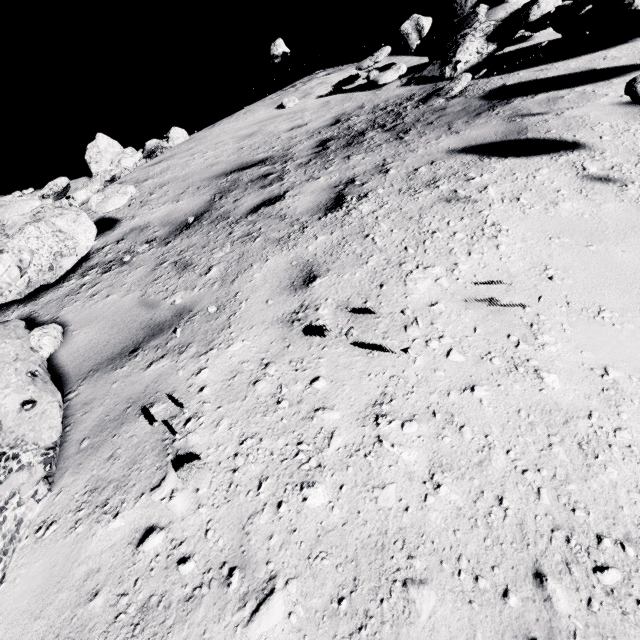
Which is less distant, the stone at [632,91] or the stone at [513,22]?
the stone at [632,91]

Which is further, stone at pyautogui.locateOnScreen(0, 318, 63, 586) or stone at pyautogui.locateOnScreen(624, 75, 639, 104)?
stone at pyautogui.locateOnScreen(624, 75, 639, 104)

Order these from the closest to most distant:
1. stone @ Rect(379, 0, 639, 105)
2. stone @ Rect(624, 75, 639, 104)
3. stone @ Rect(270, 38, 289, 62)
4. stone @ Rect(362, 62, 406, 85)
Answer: stone @ Rect(624, 75, 639, 104)
stone @ Rect(379, 0, 639, 105)
stone @ Rect(362, 62, 406, 85)
stone @ Rect(270, 38, 289, 62)

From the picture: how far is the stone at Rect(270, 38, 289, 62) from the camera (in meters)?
10.52

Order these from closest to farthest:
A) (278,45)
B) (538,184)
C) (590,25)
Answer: (538,184), (590,25), (278,45)

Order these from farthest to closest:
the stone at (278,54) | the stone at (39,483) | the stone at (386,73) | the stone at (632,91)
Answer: the stone at (278,54)
the stone at (386,73)
the stone at (632,91)
the stone at (39,483)

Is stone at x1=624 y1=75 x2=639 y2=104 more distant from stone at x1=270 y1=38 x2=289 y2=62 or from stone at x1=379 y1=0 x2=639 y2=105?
stone at x1=270 y1=38 x2=289 y2=62
